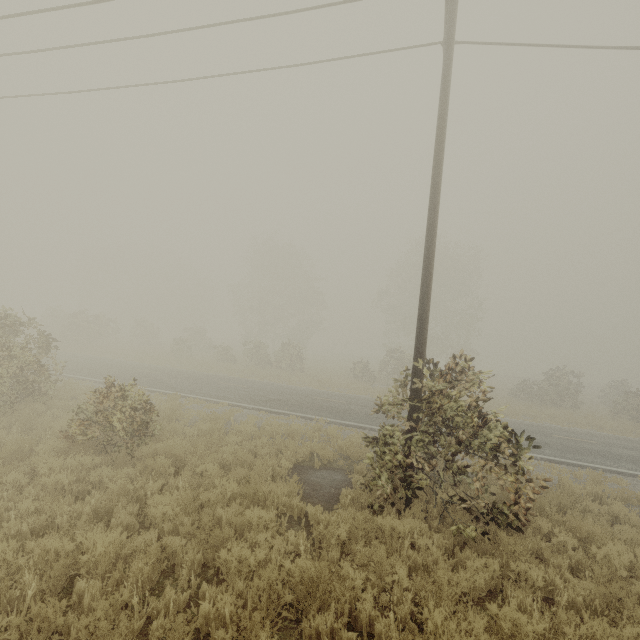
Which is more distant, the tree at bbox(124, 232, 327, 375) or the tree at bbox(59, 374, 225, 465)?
the tree at bbox(124, 232, 327, 375)

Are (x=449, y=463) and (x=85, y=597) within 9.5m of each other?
yes

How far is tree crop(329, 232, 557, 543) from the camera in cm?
648

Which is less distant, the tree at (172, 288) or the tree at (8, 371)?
the tree at (8, 371)

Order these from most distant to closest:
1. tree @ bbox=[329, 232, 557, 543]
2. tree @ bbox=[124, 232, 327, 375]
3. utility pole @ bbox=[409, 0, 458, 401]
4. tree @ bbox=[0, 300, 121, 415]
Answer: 1. tree @ bbox=[124, 232, 327, 375]
2. tree @ bbox=[0, 300, 121, 415]
3. utility pole @ bbox=[409, 0, 458, 401]
4. tree @ bbox=[329, 232, 557, 543]

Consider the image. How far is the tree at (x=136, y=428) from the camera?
7.6m

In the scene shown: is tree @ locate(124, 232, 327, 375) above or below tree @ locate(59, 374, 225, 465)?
above
